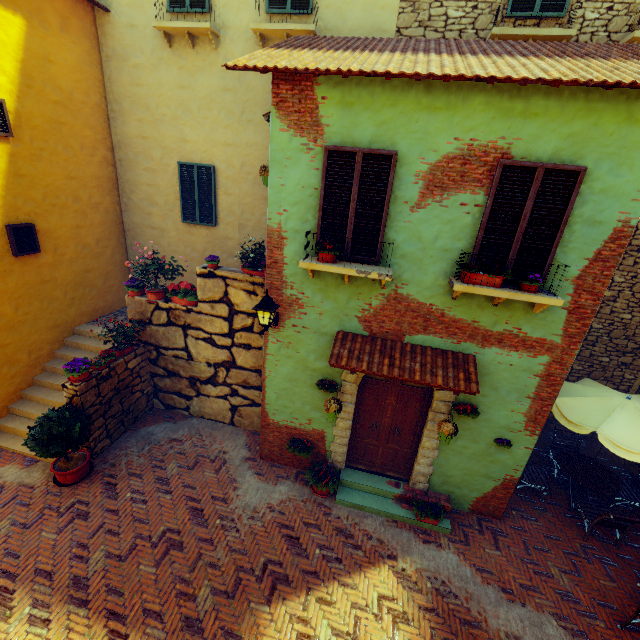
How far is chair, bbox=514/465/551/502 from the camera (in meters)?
7.27

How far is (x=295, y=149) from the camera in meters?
5.1 m

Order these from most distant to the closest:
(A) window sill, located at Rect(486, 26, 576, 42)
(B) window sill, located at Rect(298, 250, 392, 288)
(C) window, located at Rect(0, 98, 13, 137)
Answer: (C) window, located at Rect(0, 98, 13, 137)
(A) window sill, located at Rect(486, 26, 576, 42)
(B) window sill, located at Rect(298, 250, 392, 288)

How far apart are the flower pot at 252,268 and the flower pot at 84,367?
3.5m

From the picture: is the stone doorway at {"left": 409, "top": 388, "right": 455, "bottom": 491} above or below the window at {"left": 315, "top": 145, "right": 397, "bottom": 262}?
below

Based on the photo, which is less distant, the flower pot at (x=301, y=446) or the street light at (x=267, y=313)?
the street light at (x=267, y=313)

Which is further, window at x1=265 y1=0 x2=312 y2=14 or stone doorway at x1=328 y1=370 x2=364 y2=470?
window at x1=265 y1=0 x2=312 y2=14

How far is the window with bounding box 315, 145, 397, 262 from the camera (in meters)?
4.86
